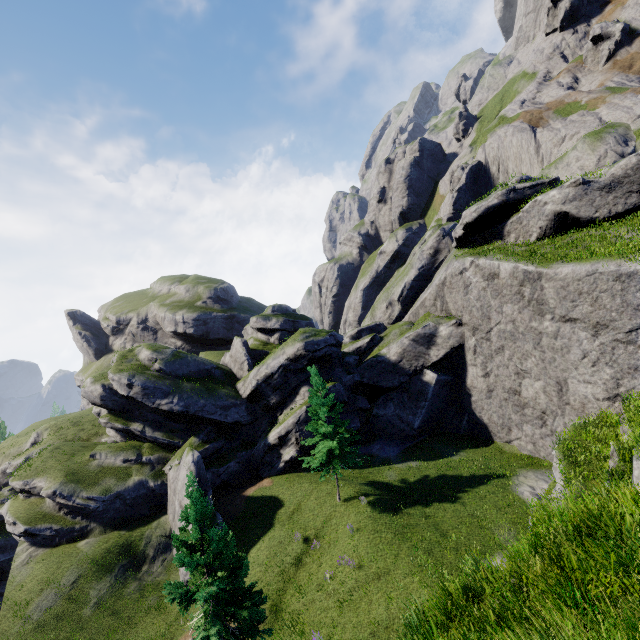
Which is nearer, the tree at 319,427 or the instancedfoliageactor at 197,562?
the instancedfoliageactor at 197,562

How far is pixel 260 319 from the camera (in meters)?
41.72

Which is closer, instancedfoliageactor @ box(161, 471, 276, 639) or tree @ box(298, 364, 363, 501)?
instancedfoliageactor @ box(161, 471, 276, 639)

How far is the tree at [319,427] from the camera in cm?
2344

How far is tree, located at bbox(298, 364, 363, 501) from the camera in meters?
23.4
